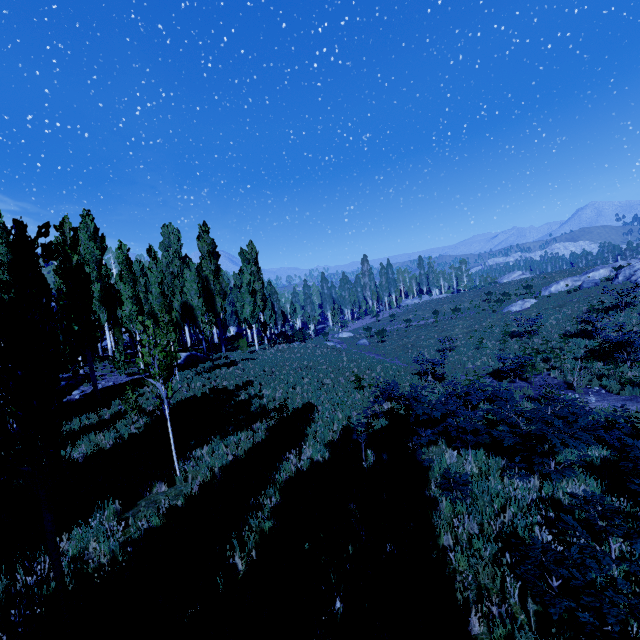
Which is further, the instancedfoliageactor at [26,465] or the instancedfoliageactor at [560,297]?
the instancedfoliageactor at [560,297]

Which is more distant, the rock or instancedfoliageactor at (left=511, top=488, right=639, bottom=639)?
the rock

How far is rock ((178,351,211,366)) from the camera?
22.6 meters

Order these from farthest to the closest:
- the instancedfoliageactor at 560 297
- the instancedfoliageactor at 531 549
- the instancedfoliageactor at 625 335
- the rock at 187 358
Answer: the instancedfoliageactor at 560 297 → the rock at 187 358 → the instancedfoliageactor at 625 335 → the instancedfoliageactor at 531 549

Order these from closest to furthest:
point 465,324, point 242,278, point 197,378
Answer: point 197,378 < point 242,278 < point 465,324

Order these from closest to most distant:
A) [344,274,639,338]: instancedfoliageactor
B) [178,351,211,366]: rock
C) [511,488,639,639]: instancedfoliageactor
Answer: [511,488,639,639]: instancedfoliageactor
[178,351,211,366]: rock
[344,274,639,338]: instancedfoliageactor

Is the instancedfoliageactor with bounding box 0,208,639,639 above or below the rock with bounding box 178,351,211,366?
below
